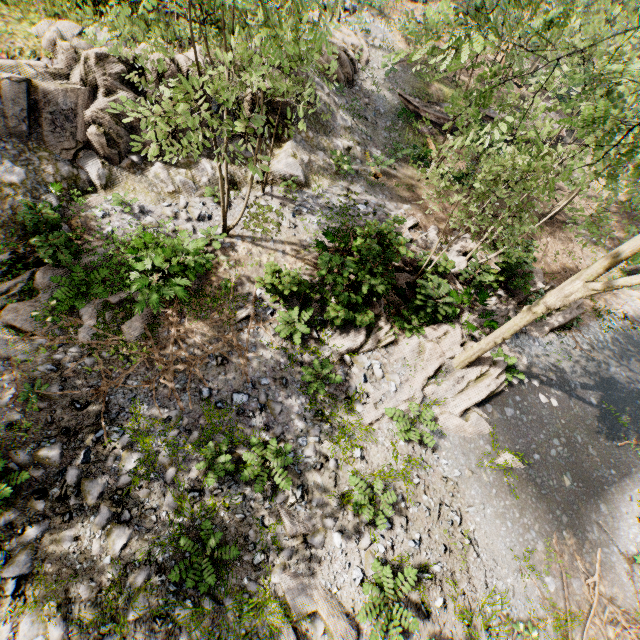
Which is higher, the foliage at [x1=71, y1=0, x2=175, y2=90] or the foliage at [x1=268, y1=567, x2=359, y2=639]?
the foliage at [x1=71, y1=0, x2=175, y2=90]

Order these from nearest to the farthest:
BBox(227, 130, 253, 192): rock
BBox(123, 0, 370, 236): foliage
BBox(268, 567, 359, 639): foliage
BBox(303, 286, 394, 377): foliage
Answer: BBox(123, 0, 370, 236): foliage, BBox(268, 567, 359, 639): foliage, BBox(303, 286, 394, 377): foliage, BBox(227, 130, 253, 192): rock

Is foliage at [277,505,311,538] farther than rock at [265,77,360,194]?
No

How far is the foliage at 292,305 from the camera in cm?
1029

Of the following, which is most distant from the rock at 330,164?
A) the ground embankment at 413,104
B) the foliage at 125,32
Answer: the ground embankment at 413,104

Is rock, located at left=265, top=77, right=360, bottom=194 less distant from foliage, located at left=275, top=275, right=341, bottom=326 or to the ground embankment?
foliage, located at left=275, top=275, right=341, bottom=326

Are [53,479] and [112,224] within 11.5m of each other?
yes
